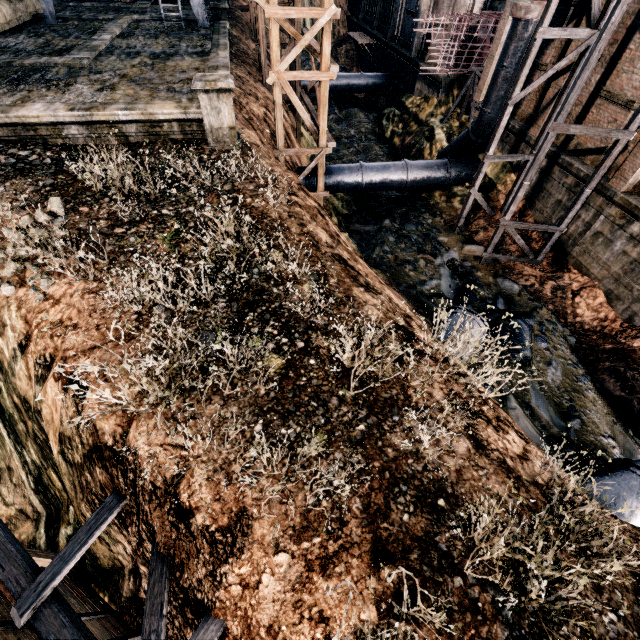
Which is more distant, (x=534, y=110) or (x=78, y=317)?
(x=534, y=110)

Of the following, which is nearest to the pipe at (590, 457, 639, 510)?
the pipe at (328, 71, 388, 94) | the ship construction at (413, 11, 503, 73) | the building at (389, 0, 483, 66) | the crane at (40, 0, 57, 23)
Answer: the building at (389, 0, 483, 66)

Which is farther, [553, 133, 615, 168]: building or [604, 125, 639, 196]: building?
[553, 133, 615, 168]: building

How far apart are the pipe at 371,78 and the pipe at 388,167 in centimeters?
1843cm

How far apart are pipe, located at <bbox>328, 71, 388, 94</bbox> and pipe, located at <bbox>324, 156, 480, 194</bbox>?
18.43m

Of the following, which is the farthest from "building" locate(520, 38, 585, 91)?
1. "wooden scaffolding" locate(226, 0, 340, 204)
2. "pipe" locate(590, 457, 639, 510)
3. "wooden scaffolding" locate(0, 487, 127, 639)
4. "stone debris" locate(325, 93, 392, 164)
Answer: "wooden scaffolding" locate(0, 487, 127, 639)

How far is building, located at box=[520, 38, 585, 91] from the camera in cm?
1559

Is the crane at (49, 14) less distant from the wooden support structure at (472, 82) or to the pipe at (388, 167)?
the pipe at (388, 167)
